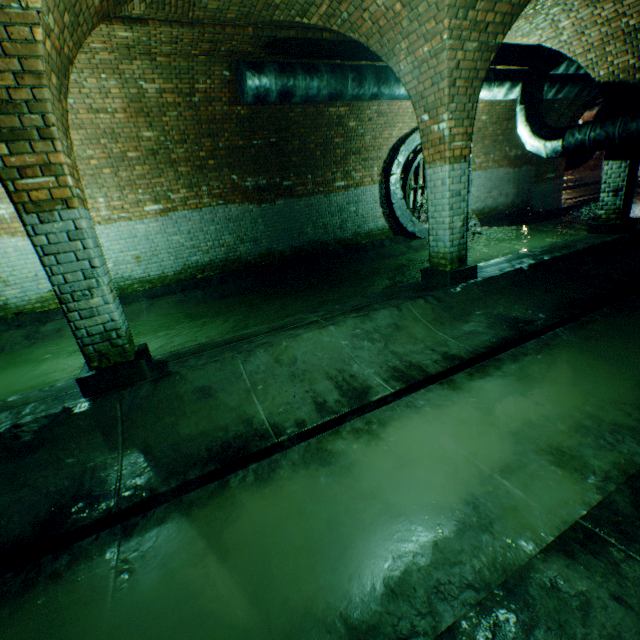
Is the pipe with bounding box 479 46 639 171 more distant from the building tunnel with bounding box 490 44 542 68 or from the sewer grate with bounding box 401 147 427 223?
the sewer grate with bounding box 401 147 427 223

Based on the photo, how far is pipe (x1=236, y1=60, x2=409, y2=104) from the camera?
5.46m

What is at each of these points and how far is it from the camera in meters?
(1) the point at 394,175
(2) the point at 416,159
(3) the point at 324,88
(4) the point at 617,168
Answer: (1) sewerage pipe, 9.7 m
(2) sewer grate, 9.5 m
(3) pipe, 6.0 m
(4) support arch, 6.8 m

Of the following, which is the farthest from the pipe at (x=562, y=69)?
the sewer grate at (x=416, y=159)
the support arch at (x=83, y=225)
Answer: the sewer grate at (x=416, y=159)

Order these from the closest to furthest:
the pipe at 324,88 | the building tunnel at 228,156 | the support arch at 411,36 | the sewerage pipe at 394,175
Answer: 1. the building tunnel at 228,156
2. the support arch at 411,36
3. the pipe at 324,88
4. the sewerage pipe at 394,175

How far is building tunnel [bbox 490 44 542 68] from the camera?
7.47m

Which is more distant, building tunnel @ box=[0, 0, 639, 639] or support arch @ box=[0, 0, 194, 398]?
support arch @ box=[0, 0, 194, 398]

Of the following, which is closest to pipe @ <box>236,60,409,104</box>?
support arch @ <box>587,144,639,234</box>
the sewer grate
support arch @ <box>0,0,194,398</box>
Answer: support arch @ <box>587,144,639,234</box>
